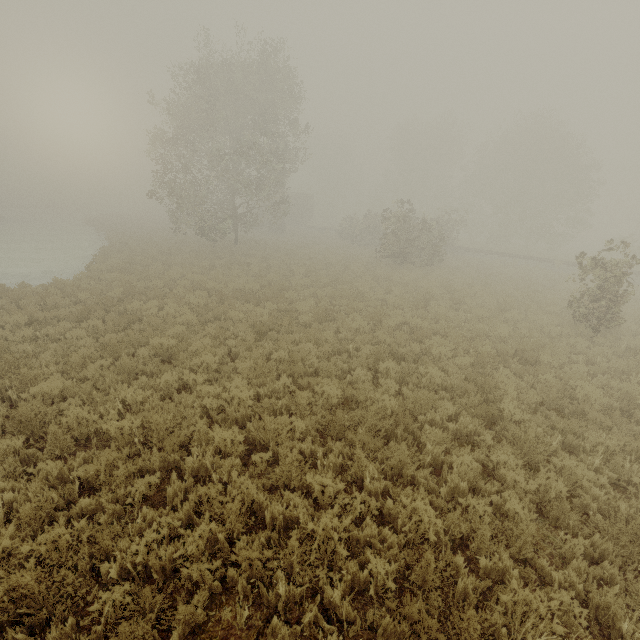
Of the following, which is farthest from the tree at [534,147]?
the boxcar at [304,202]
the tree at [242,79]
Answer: the boxcar at [304,202]

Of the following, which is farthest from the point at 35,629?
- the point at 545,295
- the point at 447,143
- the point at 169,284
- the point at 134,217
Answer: the point at 134,217

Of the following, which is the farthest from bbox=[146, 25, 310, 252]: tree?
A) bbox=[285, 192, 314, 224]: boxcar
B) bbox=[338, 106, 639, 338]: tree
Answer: bbox=[285, 192, 314, 224]: boxcar

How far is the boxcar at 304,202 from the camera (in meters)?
49.00

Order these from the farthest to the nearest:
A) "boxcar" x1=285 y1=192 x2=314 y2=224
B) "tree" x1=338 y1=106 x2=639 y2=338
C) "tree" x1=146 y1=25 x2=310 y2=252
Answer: "boxcar" x1=285 y1=192 x2=314 y2=224 < "tree" x1=146 y1=25 x2=310 y2=252 < "tree" x1=338 y1=106 x2=639 y2=338

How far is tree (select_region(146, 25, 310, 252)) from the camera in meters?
20.5

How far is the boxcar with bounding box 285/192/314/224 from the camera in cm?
4900
